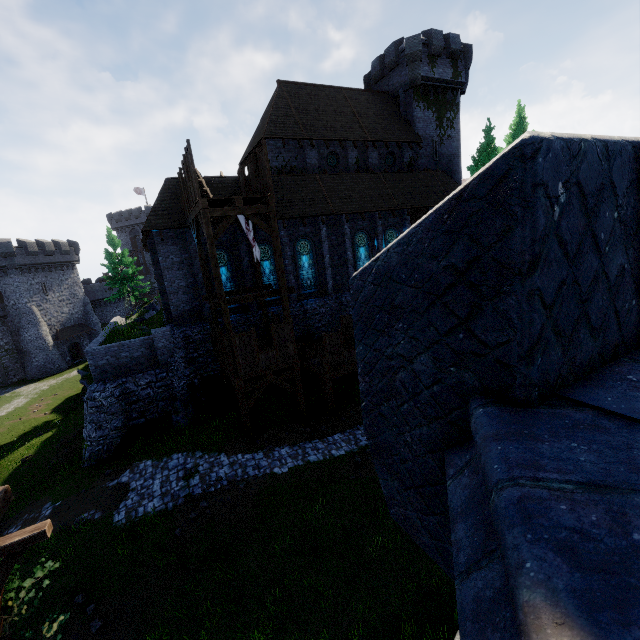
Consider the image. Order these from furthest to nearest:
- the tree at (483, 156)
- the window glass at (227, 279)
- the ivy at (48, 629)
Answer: the tree at (483, 156) < the window glass at (227, 279) < the ivy at (48, 629)

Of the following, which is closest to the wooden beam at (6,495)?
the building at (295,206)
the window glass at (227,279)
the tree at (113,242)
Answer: the building at (295,206)

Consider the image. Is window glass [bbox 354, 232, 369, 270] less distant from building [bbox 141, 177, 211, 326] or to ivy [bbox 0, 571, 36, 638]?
building [bbox 141, 177, 211, 326]

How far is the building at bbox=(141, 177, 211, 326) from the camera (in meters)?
18.81

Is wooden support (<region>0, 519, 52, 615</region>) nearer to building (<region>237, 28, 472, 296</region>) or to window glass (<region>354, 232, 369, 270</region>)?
building (<region>237, 28, 472, 296</region>)

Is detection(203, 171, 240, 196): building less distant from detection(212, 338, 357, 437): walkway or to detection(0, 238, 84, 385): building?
detection(212, 338, 357, 437): walkway

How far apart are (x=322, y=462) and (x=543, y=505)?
14.6m

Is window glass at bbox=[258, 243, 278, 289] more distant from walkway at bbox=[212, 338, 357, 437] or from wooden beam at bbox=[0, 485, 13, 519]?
wooden beam at bbox=[0, 485, 13, 519]
